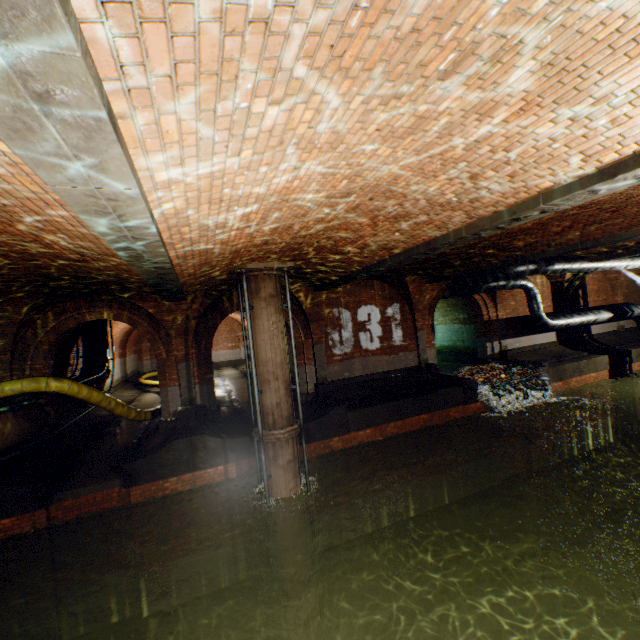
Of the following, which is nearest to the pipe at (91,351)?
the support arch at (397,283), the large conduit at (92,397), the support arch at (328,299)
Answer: the large conduit at (92,397)

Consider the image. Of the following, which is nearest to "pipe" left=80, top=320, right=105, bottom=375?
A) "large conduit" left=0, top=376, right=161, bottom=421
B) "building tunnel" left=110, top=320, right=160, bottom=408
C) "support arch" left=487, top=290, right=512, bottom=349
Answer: "building tunnel" left=110, top=320, right=160, bottom=408

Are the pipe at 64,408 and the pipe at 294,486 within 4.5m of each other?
no

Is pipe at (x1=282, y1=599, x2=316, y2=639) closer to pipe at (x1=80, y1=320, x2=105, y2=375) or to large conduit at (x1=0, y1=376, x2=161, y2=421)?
large conduit at (x1=0, y1=376, x2=161, y2=421)

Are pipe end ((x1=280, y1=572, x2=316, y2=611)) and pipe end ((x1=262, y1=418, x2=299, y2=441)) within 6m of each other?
yes

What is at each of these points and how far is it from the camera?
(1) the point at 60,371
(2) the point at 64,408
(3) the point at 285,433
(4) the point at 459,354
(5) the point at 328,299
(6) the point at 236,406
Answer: (1) building tunnel, 12.8 meters
(2) pipe, 9.5 meters
(3) pipe end, 8.1 meters
(4) building tunnel, 18.9 meters
(5) support arch, 12.5 meters
(6) building tunnel, 14.3 meters

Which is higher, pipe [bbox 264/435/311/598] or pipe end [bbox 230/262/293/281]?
pipe end [bbox 230/262/293/281]

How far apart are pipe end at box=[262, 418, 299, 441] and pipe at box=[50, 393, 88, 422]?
5.5 meters
